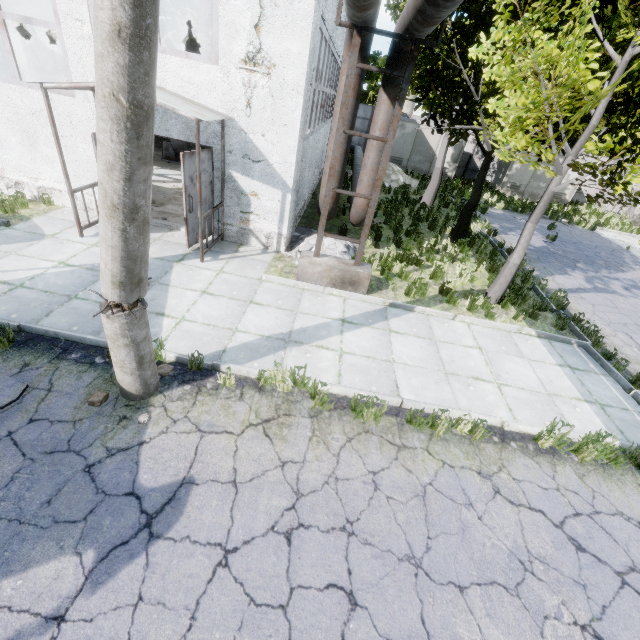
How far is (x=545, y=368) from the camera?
6.7 meters

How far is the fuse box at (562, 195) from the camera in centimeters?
2353cm

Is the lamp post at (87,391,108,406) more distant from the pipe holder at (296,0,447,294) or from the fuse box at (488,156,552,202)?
the fuse box at (488,156,552,202)

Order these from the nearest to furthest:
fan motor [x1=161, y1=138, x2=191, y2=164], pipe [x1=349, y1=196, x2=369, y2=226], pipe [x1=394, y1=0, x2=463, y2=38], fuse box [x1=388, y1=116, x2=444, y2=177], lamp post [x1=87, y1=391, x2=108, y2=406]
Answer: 1. pipe [x1=394, y1=0, x2=463, y2=38]
2. lamp post [x1=87, y1=391, x2=108, y2=406]
3. pipe [x1=349, y1=196, x2=369, y2=226]
4. fan motor [x1=161, y1=138, x2=191, y2=164]
5. fuse box [x1=388, y1=116, x2=444, y2=177]

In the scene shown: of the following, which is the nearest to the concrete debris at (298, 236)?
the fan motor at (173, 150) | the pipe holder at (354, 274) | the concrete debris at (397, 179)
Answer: the pipe holder at (354, 274)

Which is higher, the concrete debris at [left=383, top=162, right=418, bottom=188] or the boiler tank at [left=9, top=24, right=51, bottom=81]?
the boiler tank at [left=9, top=24, right=51, bottom=81]

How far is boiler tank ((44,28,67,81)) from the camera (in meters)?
12.33

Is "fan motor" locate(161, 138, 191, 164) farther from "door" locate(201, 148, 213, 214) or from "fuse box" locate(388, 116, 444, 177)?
"fuse box" locate(388, 116, 444, 177)
